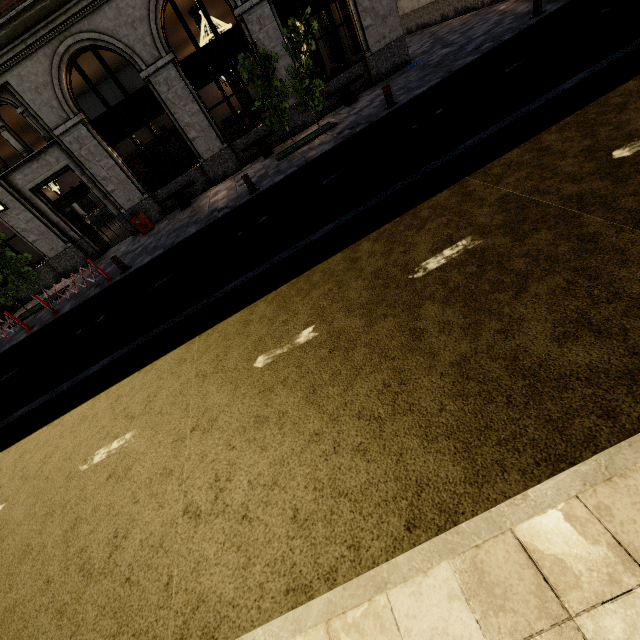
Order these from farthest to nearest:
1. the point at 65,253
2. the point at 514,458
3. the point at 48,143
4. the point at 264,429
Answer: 1. the point at 65,253
2. the point at 48,143
3. the point at 264,429
4. the point at 514,458

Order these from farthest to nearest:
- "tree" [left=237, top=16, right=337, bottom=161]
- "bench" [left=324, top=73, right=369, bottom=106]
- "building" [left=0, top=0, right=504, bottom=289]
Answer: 1. "bench" [left=324, top=73, right=369, bottom=106]
2. "building" [left=0, top=0, right=504, bottom=289]
3. "tree" [left=237, top=16, right=337, bottom=161]

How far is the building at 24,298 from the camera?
14.6m

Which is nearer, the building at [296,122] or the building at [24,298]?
the building at [296,122]

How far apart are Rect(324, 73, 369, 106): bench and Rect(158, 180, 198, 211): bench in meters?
6.3

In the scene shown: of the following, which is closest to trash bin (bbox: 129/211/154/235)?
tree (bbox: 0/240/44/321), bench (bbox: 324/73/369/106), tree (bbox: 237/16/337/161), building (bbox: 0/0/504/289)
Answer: building (bbox: 0/0/504/289)

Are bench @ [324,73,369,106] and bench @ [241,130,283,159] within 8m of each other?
yes

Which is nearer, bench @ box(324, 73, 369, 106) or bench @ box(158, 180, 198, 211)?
bench @ box(324, 73, 369, 106)
